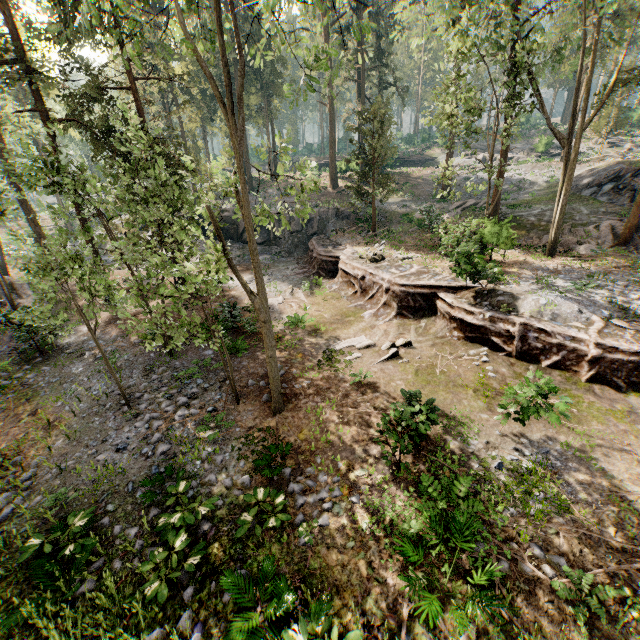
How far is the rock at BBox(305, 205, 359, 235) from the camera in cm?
3116

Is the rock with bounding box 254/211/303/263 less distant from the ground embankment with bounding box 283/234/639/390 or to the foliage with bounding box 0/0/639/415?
the ground embankment with bounding box 283/234/639/390

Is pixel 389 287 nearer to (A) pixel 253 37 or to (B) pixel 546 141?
(A) pixel 253 37

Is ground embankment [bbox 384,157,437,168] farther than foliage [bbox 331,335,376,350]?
Yes

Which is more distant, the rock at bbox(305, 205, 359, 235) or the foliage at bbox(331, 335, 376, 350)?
the rock at bbox(305, 205, 359, 235)

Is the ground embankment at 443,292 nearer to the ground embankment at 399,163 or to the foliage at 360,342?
the foliage at 360,342

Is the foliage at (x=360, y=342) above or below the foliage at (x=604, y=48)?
below
